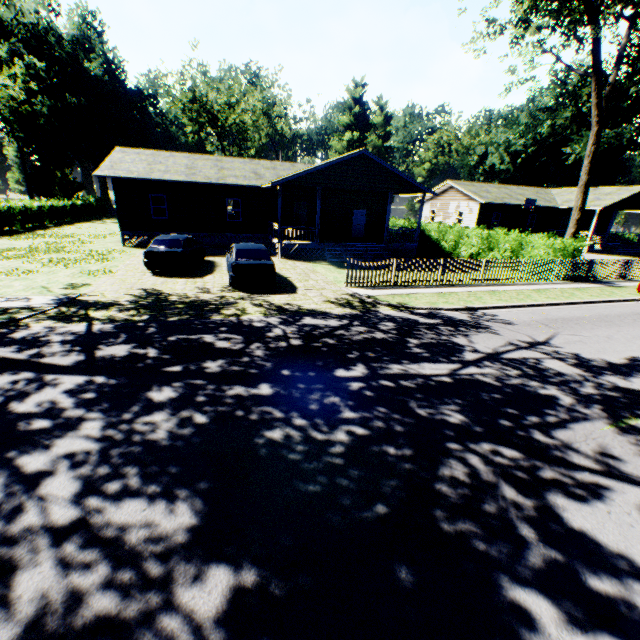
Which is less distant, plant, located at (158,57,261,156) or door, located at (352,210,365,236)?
door, located at (352,210,365,236)

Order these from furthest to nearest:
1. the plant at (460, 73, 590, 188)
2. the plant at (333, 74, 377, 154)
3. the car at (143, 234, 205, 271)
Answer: the plant at (333, 74, 377, 154), the plant at (460, 73, 590, 188), the car at (143, 234, 205, 271)

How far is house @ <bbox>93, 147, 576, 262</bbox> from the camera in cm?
2048

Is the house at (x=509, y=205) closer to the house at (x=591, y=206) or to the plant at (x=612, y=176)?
the house at (x=591, y=206)

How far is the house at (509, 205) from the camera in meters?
20.5 m

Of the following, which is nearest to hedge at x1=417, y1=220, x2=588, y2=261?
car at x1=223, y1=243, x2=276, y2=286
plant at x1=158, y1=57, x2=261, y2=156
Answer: car at x1=223, y1=243, x2=276, y2=286

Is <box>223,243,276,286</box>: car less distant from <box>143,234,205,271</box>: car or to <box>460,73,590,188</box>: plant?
<box>143,234,205,271</box>: car

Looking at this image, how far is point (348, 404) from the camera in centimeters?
596cm
